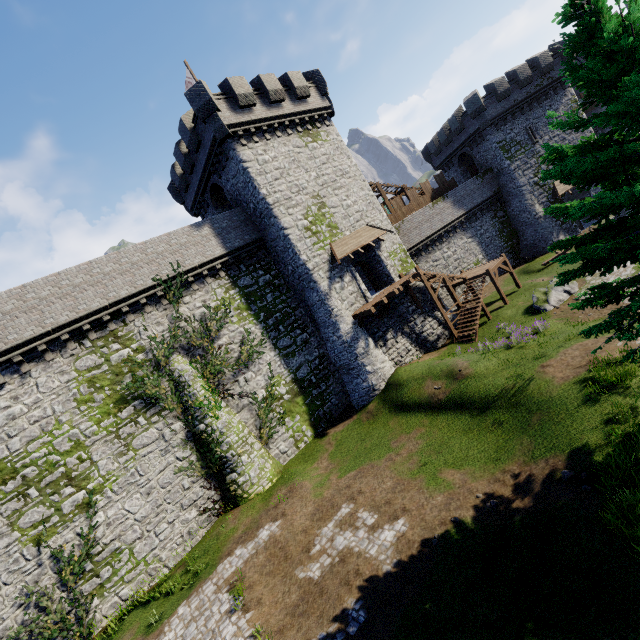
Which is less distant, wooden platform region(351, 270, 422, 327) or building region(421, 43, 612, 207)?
wooden platform region(351, 270, 422, 327)

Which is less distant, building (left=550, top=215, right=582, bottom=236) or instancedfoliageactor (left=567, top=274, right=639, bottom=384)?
instancedfoliageactor (left=567, top=274, right=639, bottom=384)

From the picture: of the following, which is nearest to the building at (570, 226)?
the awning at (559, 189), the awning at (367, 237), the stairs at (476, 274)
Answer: the awning at (559, 189)

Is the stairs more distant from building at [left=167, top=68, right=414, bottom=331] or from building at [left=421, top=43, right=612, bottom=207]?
building at [left=421, top=43, right=612, bottom=207]

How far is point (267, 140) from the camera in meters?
21.8 m

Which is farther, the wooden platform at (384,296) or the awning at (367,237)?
the awning at (367,237)

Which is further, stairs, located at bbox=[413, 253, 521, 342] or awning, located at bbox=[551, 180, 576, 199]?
awning, located at bbox=[551, 180, 576, 199]

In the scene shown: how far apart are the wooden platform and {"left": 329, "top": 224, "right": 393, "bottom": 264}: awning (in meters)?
3.09
